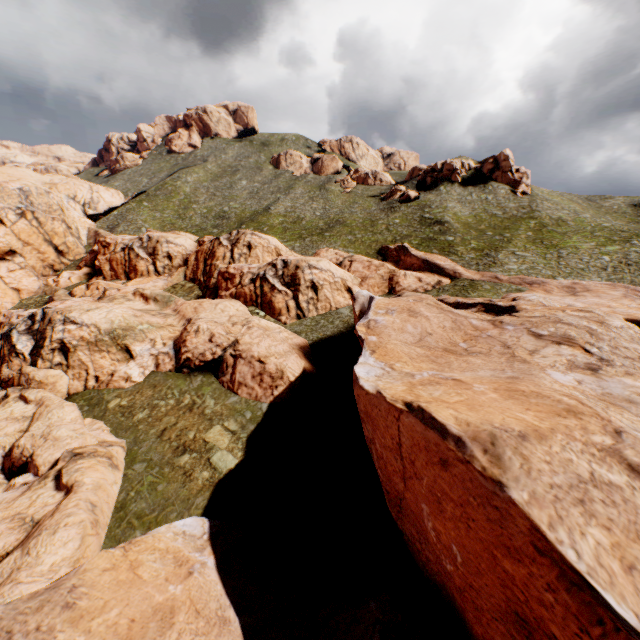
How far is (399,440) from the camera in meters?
12.6
